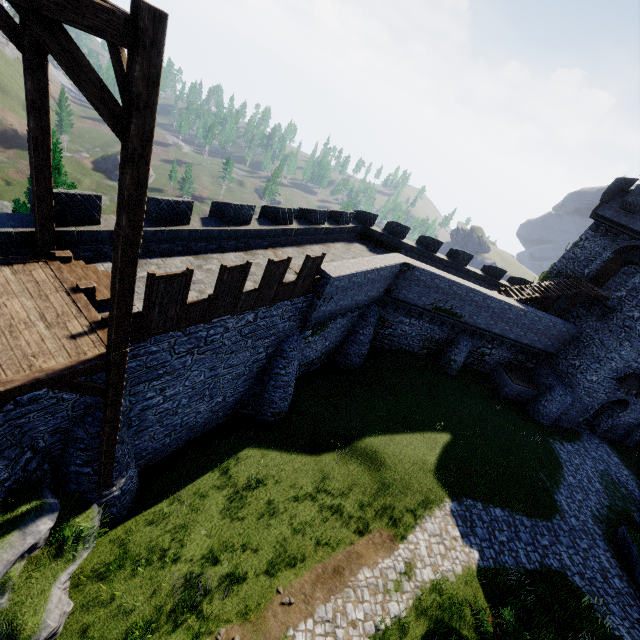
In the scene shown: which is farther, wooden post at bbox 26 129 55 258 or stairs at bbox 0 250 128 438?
wooden post at bbox 26 129 55 258

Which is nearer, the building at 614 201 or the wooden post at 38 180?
the wooden post at 38 180

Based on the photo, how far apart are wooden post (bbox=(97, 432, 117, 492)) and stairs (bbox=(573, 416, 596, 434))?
32.34m

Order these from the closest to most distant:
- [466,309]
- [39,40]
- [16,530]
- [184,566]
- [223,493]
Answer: [39,40]
[16,530]
[184,566]
[223,493]
[466,309]

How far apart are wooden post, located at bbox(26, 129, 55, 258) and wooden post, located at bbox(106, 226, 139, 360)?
3.6m

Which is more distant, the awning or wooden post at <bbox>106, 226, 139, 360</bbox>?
the awning

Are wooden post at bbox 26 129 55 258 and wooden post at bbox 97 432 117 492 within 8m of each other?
yes

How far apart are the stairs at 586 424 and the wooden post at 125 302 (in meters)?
33.25
